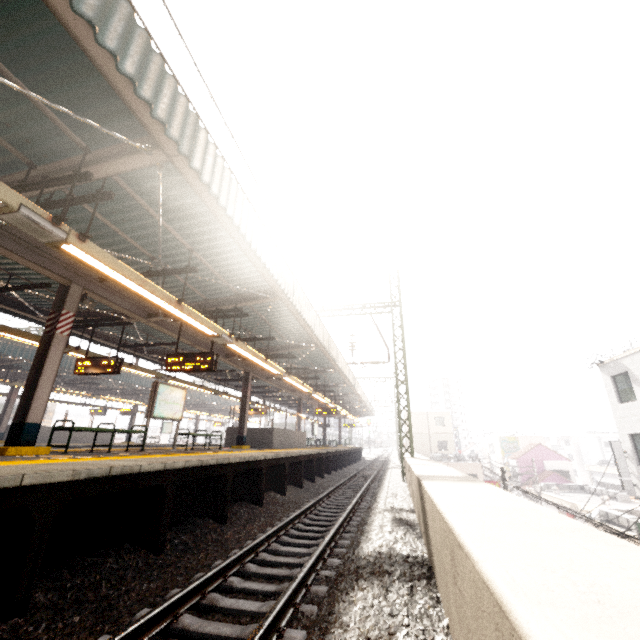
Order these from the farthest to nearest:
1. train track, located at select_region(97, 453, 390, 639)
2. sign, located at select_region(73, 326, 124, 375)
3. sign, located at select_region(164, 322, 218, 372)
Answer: sign, located at select_region(73, 326, 124, 375), sign, located at select_region(164, 322, 218, 372), train track, located at select_region(97, 453, 390, 639)

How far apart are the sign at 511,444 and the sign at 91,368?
51.7m

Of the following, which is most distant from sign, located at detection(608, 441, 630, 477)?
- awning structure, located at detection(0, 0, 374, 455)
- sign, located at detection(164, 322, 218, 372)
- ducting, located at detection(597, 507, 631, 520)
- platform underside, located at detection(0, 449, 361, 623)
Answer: sign, located at detection(164, 322, 218, 372)

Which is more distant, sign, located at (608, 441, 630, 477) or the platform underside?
sign, located at (608, 441, 630, 477)

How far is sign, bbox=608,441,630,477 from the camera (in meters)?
16.55

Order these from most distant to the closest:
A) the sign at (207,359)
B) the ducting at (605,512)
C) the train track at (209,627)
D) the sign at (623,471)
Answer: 1. the ducting at (605,512)
2. the sign at (623,471)
3. the sign at (207,359)
4. the train track at (209,627)

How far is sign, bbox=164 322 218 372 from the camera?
8.9m

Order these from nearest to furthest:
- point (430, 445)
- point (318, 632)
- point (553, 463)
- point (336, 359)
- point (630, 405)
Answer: point (318, 632)
point (336, 359)
point (630, 405)
point (553, 463)
point (430, 445)
